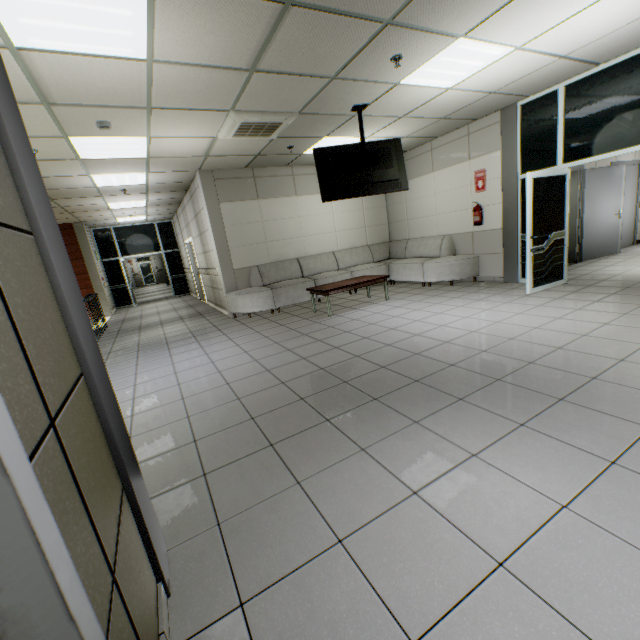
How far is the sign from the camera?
6.64m

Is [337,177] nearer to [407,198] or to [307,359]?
[307,359]

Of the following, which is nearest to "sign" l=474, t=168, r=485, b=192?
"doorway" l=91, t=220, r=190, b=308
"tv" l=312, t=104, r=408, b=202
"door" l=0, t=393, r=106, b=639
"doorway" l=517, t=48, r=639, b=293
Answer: "doorway" l=517, t=48, r=639, b=293

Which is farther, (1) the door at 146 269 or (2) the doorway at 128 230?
(1) the door at 146 269

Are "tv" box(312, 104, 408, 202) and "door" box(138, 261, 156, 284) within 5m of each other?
no

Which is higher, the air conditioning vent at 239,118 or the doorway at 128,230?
the air conditioning vent at 239,118

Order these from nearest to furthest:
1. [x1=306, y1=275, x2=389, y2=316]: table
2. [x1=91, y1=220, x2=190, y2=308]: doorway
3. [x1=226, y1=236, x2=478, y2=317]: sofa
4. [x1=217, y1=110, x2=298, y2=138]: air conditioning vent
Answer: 1. [x1=217, y1=110, x2=298, y2=138]: air conditioning vent
2. [x1=306, y1=275, x2=389, y2=316]: table
3. [x1=226, y1=236, x2=478, y2=317]: sofa
4. [x1=91, y1=220, x2=190, y2=308]: doorway

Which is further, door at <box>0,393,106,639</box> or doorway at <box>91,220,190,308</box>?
doorway at <box>91,220,190,308</box>
